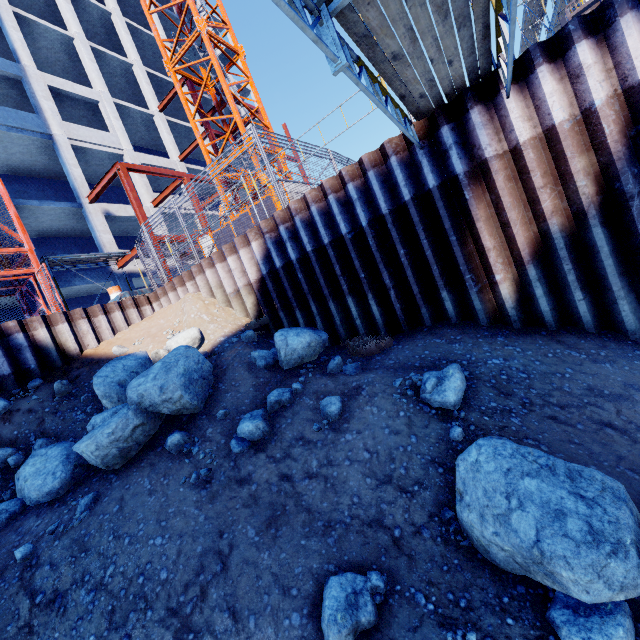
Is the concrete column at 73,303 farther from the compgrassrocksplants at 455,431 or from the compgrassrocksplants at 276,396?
the compgrassrocksplants at 455,431

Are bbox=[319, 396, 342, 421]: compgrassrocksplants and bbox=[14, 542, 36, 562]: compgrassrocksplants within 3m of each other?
no

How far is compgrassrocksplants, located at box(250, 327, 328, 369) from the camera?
6.27m

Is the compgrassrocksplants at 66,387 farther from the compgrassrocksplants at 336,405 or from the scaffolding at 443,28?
the scaffolding at 443,28

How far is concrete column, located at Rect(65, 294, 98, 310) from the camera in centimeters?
1967cm

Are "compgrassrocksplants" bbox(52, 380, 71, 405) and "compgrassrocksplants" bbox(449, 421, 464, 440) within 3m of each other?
no

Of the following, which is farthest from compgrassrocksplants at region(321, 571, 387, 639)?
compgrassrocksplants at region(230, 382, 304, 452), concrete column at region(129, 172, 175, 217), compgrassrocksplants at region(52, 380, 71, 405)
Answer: concrete column at region(129, 172, 175, 217)

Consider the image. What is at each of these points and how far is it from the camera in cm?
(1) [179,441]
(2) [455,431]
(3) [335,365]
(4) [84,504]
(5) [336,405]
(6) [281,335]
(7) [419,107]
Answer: (1) compgrassrocksplants, 521
(2) compgrassrocksplants, 402
(3) compgrassrocksplants, 593
(4) compgrassrocksplants, 478
(5) compgrassrocksplants, 502
(6) compgrassrocksplants, 635
(7) scaffolding, 552
